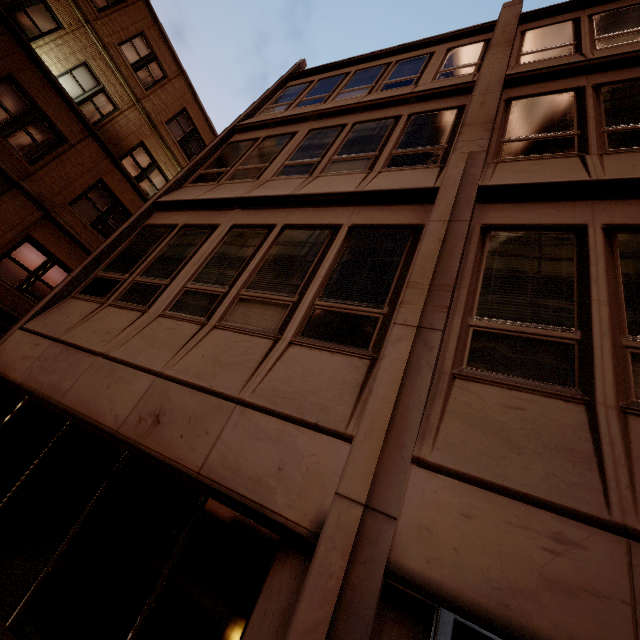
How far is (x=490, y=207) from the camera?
4.35m
